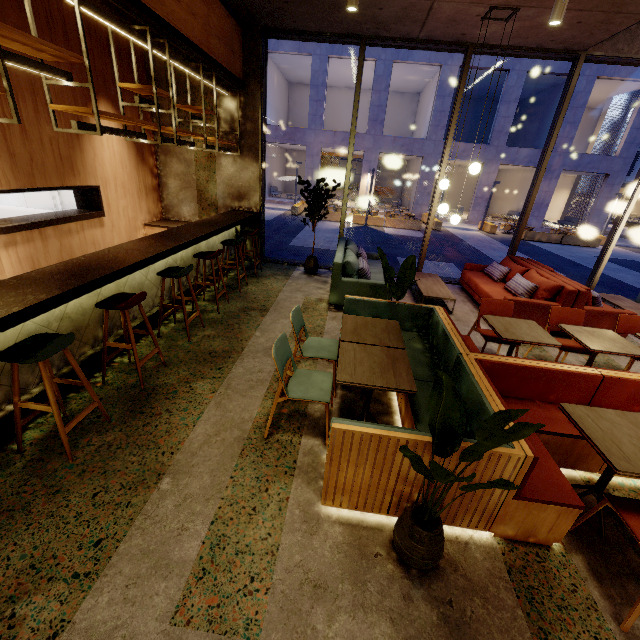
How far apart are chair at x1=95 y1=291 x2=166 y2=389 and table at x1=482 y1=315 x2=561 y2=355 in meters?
3.8

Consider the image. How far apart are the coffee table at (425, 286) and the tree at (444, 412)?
4.2m

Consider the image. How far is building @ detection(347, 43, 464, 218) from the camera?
19.5 meters

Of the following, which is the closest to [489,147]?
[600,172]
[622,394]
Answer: [600,172]

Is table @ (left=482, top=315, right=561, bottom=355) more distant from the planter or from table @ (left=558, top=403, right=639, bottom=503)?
the planter

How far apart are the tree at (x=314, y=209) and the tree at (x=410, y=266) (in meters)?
2.93

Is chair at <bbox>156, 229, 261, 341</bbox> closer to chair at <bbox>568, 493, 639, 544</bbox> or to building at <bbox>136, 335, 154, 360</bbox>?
building at <bbox>136, 335, 154, 360</bbox>

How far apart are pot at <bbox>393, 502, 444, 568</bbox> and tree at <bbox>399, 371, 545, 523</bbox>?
0.03m
